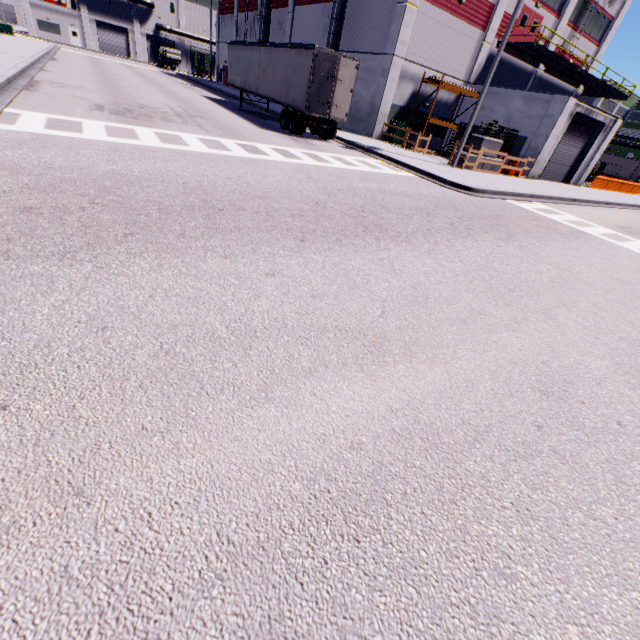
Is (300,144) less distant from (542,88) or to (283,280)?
(283,280)

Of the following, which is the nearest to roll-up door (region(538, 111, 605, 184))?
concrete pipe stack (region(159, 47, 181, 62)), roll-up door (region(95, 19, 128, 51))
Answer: roll-up door (region(95, 19, 128, 51))

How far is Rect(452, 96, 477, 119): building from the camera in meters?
25.2 m

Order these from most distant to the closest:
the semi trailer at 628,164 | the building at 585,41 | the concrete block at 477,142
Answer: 1. the semi trailer at 628,164
2. the building at 585,41
3. the concrete block at 477,142

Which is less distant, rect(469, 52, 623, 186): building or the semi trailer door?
the semi trailer door

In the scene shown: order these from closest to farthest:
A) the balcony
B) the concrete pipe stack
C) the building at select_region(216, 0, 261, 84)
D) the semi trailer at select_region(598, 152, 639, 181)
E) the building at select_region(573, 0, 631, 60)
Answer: the balcony, the building at select_region(573, 0, 631, 60), the building at select_region(216, 0, 261, 84), the semi trailer at select_region(598, 152, 639, 181), the concrete pipe stack

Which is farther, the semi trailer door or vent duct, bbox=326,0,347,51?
vent duct, bbox=326,0,347,51

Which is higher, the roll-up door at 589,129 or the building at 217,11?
the building at 217,11
